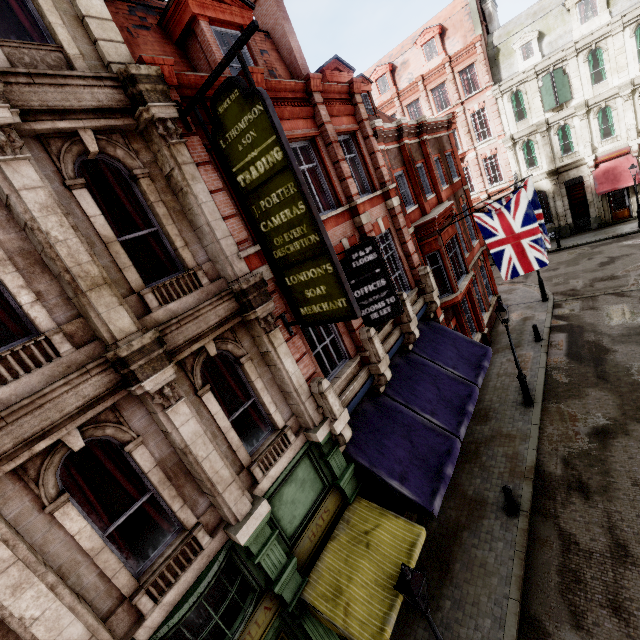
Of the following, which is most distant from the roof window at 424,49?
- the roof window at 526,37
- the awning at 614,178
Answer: the awning at 614,178

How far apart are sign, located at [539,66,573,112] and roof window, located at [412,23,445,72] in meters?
8.1

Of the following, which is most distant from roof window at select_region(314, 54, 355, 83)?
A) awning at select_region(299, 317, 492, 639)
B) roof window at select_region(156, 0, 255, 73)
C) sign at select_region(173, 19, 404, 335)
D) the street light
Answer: the street light

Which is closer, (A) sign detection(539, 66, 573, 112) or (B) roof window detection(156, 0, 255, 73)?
(B) roof window detection(156, 0, 255, 73)

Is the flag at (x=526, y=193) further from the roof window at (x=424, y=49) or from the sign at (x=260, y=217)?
the roof window at (x=424, y=49)

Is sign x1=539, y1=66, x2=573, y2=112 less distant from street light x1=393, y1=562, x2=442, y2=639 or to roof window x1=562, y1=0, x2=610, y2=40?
roof window x1=562, y1=0, x2=610, y2=40

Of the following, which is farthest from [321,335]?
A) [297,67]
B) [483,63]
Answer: [483,63]

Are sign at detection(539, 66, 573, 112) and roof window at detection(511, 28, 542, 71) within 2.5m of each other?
yes
